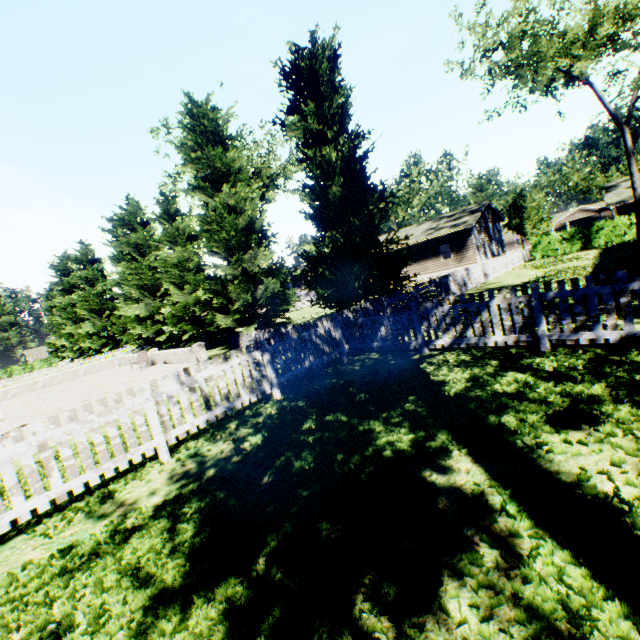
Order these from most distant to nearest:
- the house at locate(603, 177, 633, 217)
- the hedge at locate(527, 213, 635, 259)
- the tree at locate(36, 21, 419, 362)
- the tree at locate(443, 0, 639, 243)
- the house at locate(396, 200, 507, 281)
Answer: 1. the house at locate(396, 200, 507, 281)
2. the house at locate(603, 177, 633, 217)
3. the hedge at locate(527, 213, 635, 259)
4. the tree at locate(443, 0, 639, 243)
5. the tree at locate(36, 21, 419, 362)

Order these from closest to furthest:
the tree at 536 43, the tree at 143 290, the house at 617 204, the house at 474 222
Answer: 1. the tree at 143 290
2. the tree at 536 43
3. the house at 617 204
4. the house at 474 222

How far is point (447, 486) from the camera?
3.32m

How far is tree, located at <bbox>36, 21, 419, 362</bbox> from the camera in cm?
1262

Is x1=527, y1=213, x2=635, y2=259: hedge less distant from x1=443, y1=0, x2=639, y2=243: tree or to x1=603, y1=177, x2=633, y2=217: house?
x1=443, y1=0, x2=639, y2=243: tree

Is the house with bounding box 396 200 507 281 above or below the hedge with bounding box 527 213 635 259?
above

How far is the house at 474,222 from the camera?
29.22m

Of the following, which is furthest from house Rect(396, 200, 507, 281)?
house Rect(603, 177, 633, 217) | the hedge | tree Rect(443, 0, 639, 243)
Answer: house Rect(603, 177, 633, 217)
